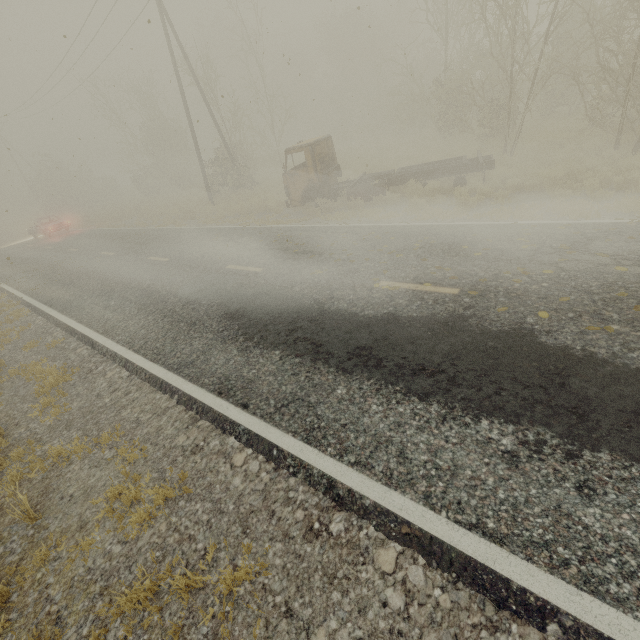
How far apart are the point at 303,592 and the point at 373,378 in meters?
2.3 m

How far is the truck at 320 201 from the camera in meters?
11.5

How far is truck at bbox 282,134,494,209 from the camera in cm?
1147

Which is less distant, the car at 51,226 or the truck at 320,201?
the truck at 320,201

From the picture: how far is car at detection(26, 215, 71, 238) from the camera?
24.8m

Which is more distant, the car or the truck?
the car
